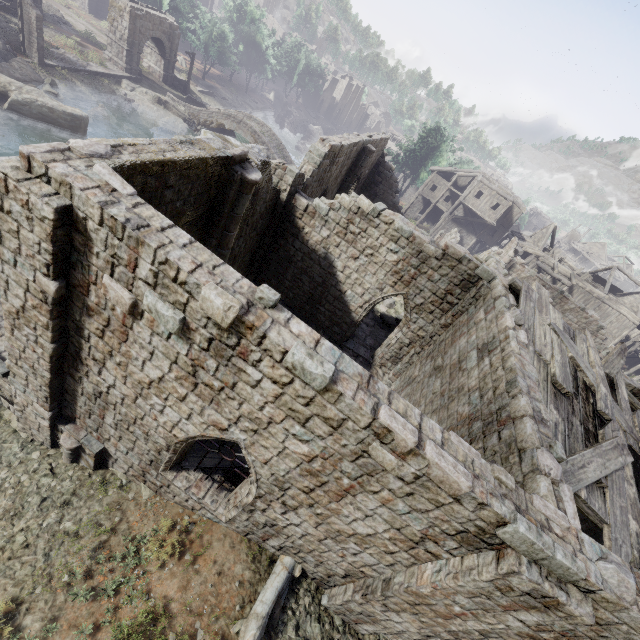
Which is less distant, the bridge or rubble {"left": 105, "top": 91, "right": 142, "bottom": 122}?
rubble {"left": 105, "top": 91, "right": 142, "bottom": 122}

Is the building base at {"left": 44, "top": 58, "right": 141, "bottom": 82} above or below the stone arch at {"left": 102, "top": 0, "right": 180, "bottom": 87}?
below

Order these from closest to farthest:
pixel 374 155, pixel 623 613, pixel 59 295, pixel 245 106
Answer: pixel 623 613, pixel 59 295, pixel 374 155, pixel 245 106

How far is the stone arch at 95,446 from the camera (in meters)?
8.52

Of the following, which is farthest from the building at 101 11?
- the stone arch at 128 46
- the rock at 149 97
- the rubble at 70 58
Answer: → the rock at 149 97

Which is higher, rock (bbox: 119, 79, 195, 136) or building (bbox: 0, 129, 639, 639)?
building (bbox: 0, 129, 639, 639)

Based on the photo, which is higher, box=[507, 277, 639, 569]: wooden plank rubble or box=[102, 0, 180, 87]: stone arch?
box=[507, 277, 639, 569]: wooden plank rubble

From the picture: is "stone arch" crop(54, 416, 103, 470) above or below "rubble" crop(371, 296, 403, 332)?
below
